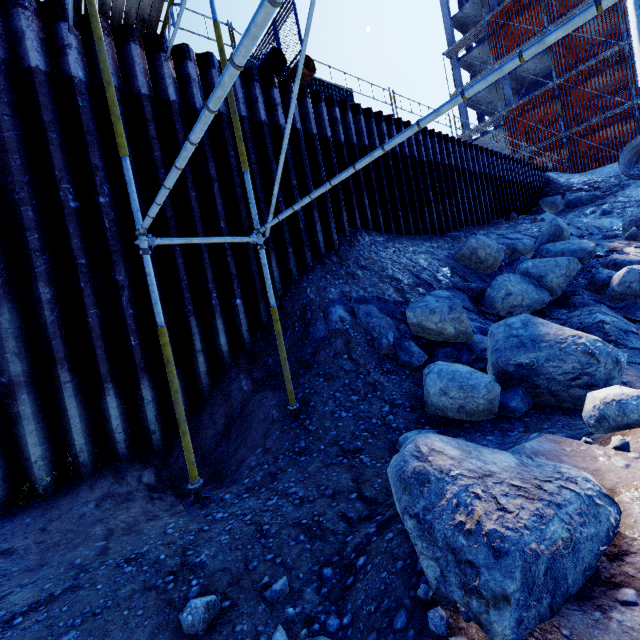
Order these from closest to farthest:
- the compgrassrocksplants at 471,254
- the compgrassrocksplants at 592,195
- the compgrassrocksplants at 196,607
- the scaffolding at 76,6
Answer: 1. the compgrassrocksplants at 196,607
2. the scaffolding at 76,6
3. the compgrassrocksplants at 471,254
4. the compgrassrocksplants at 592,195

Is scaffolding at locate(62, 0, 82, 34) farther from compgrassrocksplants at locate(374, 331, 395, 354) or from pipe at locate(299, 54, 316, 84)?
compgrassrocksplants at locate(374, 331, 395, 354)

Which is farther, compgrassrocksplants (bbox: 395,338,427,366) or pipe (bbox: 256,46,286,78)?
pipe (bbox: 256,46,286,78)

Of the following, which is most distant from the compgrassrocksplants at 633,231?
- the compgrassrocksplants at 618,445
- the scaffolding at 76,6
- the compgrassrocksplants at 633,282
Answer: the compgrassrocksplants at 618,445

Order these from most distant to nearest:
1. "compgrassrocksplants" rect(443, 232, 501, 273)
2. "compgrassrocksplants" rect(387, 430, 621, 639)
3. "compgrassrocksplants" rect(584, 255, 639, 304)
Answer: "compgrassrocksplants" rect(443, 232, 501, 273) < "compgrassrocksplants" rect(584, 255, 639, 304) < "compgrassrocksplants" rect(387, 430, 621, 639)

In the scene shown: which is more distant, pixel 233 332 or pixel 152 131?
pixel 233 332

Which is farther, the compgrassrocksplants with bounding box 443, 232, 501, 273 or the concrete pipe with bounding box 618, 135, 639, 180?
the concrete pipe with bounding box 618, 135, 639, 180

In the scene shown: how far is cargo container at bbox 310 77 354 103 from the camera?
15.4m
